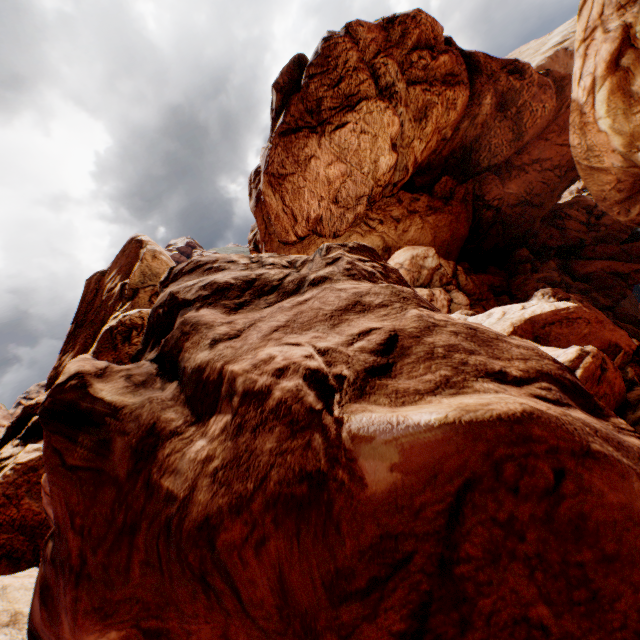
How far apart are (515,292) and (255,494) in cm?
3720
